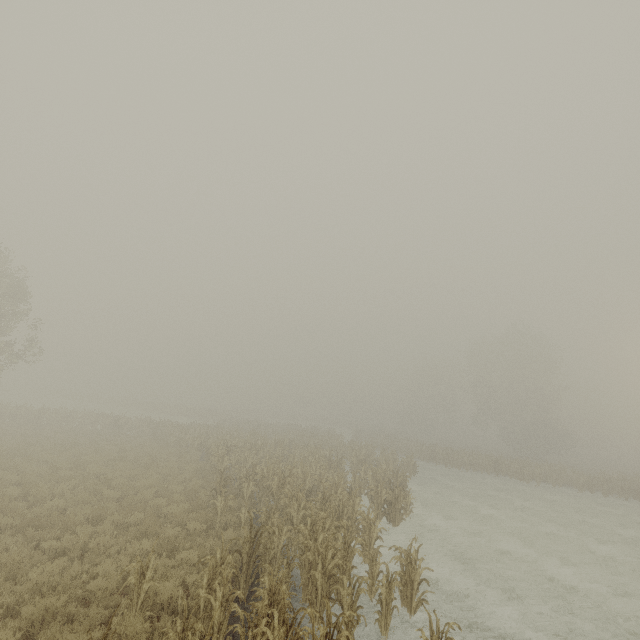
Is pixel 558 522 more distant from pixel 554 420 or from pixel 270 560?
pixel 554 420
